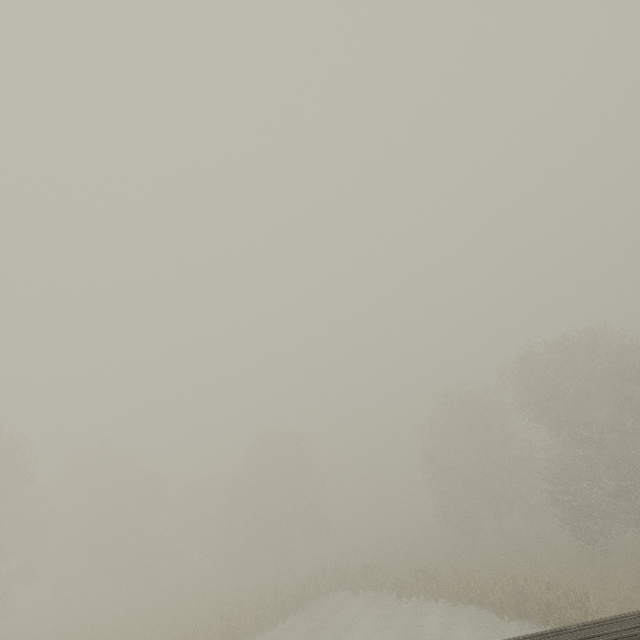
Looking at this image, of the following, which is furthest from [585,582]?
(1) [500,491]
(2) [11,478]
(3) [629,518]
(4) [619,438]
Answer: (2) [11,478]
